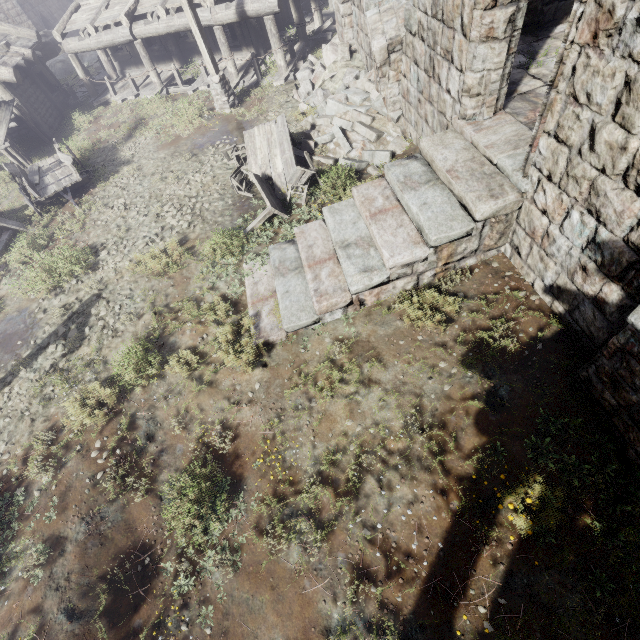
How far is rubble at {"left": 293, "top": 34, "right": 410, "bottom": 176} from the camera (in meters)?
8.91

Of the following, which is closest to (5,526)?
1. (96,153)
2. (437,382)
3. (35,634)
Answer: (35,634)

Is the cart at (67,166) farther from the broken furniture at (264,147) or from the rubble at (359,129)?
the rubble at (359,129)

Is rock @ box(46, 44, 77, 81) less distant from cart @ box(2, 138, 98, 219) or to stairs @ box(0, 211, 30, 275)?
cart @ box(2, 138, 98, 219)

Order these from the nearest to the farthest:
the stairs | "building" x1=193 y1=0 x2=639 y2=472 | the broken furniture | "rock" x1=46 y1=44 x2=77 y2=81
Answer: "building" x1=193 y1=0 x2=639 y2=472, the broken furniture, the stairs, "rock" x1=46 y1=44 x2=77 y2=81

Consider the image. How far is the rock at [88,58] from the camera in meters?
22.1

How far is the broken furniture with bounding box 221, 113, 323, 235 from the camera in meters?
8.4 m

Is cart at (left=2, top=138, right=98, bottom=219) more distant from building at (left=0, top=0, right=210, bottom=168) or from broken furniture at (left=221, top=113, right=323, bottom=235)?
broken furniture at (left=221, top=113, right=323, bottom=235)
